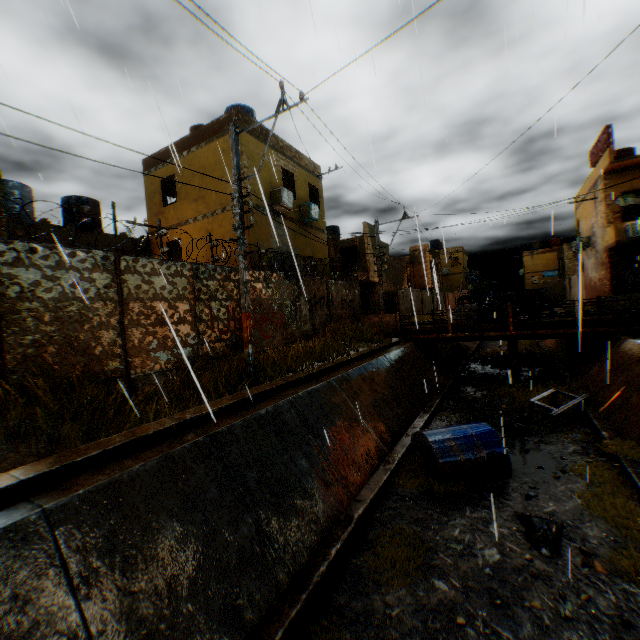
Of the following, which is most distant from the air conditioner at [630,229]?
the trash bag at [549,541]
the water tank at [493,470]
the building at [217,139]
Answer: the trash bag at [549,541]

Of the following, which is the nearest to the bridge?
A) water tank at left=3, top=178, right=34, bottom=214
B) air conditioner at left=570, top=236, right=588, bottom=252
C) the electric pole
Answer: air conditioner at left=570, top=236, right=588, bottom=252

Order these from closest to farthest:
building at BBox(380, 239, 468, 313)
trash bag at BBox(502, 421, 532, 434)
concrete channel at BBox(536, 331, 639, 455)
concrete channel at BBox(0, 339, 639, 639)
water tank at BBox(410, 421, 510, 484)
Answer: concrete channel at BBox(0, 339, 639, 639)
water tank at BBox(410, 421, 510, 484)
concrete channel at BBox(536, 331, 639, 455)
trash bag at BBox(502, 421, 532, 434)
building at BBox(380, 239, 468, 313)

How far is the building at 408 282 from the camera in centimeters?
2981cm

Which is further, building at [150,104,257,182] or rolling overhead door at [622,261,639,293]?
rolling overhead door at [622,261,639,293]

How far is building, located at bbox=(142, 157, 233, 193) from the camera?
14.2m

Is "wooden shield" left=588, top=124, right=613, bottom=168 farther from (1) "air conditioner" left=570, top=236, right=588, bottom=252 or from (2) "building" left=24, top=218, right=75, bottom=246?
(1) "air conditioner" left=570, top=236, right=588, bottom=252

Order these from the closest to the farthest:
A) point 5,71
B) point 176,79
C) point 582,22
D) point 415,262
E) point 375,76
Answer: point 582,22
point 5,71
point 176,79
point 375,76
point 415,262
